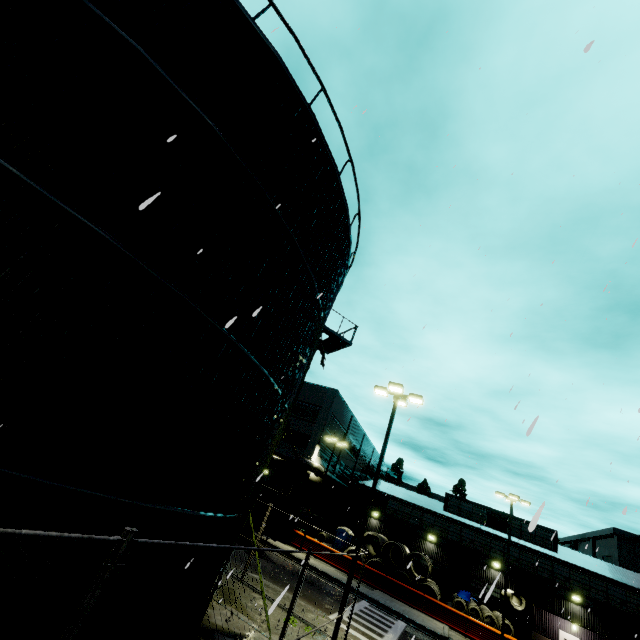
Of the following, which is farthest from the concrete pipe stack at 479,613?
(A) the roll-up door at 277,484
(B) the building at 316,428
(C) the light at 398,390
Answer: (C) the light at 398,390

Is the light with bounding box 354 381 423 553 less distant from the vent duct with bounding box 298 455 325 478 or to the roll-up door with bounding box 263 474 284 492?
the roll-up door with bounding box 263 474 284 492

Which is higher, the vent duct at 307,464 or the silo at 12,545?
the vent duct at 307,464

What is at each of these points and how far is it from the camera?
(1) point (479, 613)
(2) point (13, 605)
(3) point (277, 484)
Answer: (1) concrete pipe stack, 25.22m
(2) silo, 3.88m
(3) roll-up door, 32.31m

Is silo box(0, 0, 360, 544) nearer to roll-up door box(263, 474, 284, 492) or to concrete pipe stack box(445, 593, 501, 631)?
concrete pipe stack box(445, 593, 501, 631)

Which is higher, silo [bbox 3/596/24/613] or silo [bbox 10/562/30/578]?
silo [bbox 10/562/30/578]

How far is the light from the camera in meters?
13.4

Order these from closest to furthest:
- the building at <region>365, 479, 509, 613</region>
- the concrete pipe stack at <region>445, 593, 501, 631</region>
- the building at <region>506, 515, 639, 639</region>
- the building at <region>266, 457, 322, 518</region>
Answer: the concrete pipe stack at <region>445, 593, 501, 631</region>, the building at <region>506, 515, 639, 639</region>, the building at <region>365, 479, 509, 613</region>, the building at <region>266, 457, 322, 518</region>
